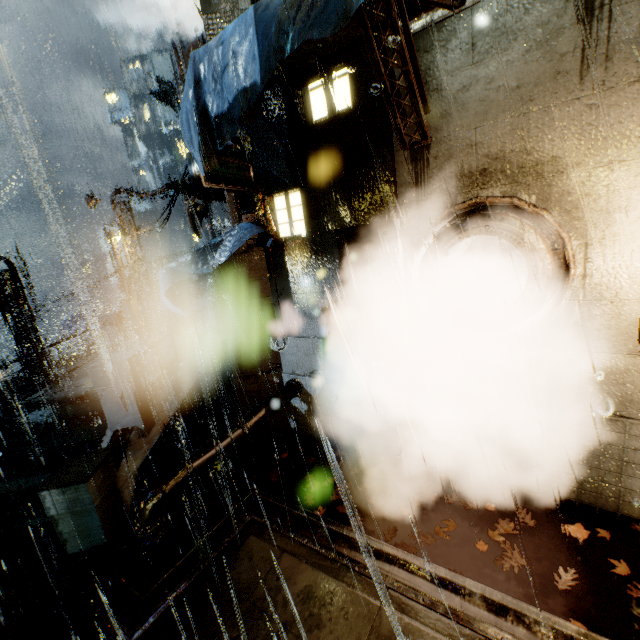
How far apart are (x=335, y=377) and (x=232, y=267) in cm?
403

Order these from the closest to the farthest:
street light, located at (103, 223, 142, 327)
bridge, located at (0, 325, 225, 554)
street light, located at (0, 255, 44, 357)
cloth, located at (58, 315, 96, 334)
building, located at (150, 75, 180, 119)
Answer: bridge, located at (0, 325, 225, 554)
street light, located at (0, 255, 44, 357)
street light, located at (103, 223, 142, 327)
cloth, located at (58, 315, 96, 334)
building, located at (150, 75, 180, 119)

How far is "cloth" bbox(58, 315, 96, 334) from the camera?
42.5m

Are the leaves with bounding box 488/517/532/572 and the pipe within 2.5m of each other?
no

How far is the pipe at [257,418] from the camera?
5.3 meters

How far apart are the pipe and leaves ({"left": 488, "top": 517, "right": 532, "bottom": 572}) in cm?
503

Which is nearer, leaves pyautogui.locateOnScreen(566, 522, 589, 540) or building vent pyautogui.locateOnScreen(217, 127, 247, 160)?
leaves pyautogui.locateOnScreen(566, 522, 589, 540)

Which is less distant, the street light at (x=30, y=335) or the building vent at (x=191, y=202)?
the building vent at (x=191, y=202)
